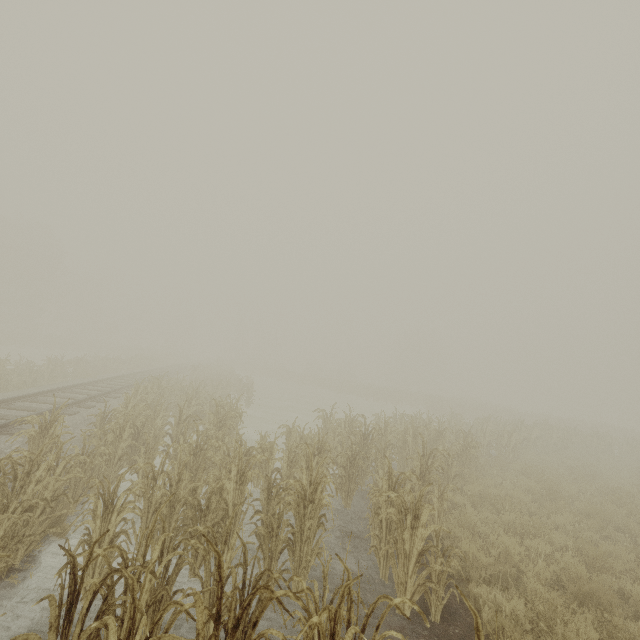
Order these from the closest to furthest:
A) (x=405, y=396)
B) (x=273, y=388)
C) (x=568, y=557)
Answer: (x=568, y=557), (x=273, y=388), (x=405, y=396)
